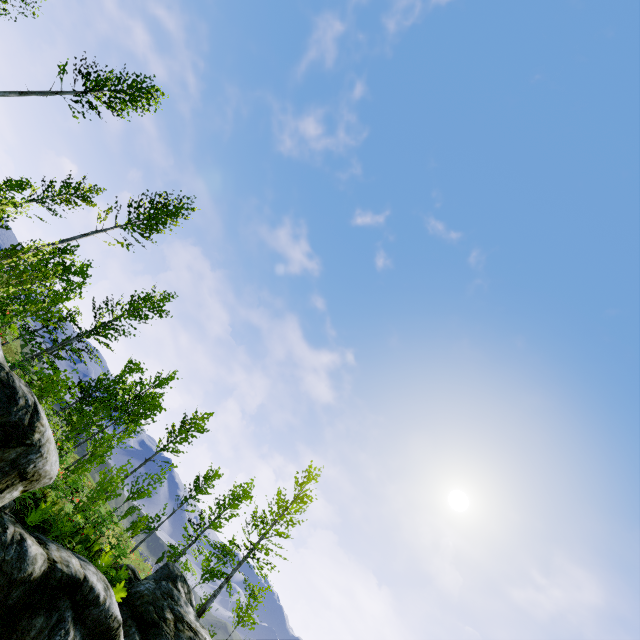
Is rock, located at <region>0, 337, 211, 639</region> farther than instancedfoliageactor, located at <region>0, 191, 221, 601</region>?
No

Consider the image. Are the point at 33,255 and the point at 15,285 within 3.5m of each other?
yes

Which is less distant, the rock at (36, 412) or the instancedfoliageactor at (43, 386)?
the rock at (36, 412)
